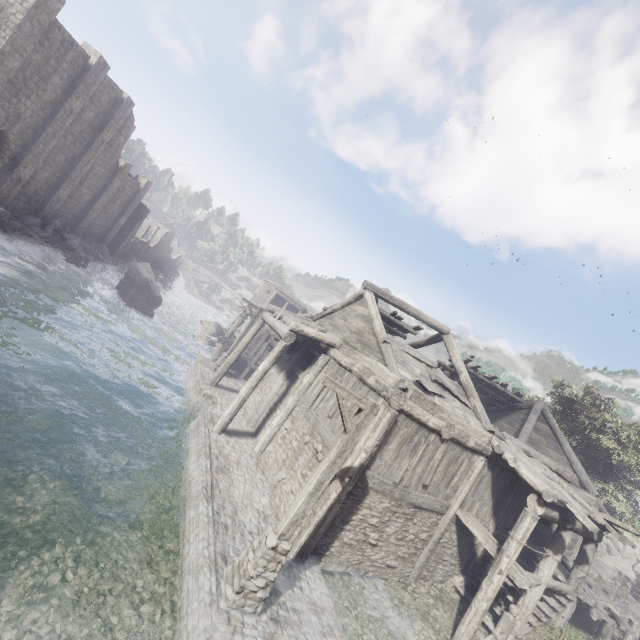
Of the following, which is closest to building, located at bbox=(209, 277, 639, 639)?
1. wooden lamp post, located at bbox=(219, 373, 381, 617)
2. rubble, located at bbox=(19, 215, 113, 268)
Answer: rubble, located at bbox=(19, 215, 113, 268)

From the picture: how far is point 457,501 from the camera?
11.54m

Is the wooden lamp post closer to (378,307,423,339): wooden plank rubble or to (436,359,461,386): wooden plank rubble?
(378,307,423,339): wooden plank rubble

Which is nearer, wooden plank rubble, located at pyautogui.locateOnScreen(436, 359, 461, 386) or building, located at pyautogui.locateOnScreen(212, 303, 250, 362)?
wooden plank rubble, located at pyautogui.locateOnScreen(436, 359, 461, 386)

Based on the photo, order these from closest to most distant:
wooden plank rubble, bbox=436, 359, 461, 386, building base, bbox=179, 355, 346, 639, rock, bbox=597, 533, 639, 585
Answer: building base, bbox=179, 355, 346, 639 < wooden plank rubble, bbox=436, 359, 461, 386 < rock, bbox=597, 533, 639, 585

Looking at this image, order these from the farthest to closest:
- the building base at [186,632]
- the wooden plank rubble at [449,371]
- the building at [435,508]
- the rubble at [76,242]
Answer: the rubble at [76,242], the wooden plank rubble at [449,371], the building at [435,508], the building base at [186,632]

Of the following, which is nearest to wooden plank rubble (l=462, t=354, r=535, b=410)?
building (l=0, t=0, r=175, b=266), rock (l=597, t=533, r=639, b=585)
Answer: building (l=0, t=0, r=175, b=266)

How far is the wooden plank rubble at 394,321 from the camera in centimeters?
1536cm
